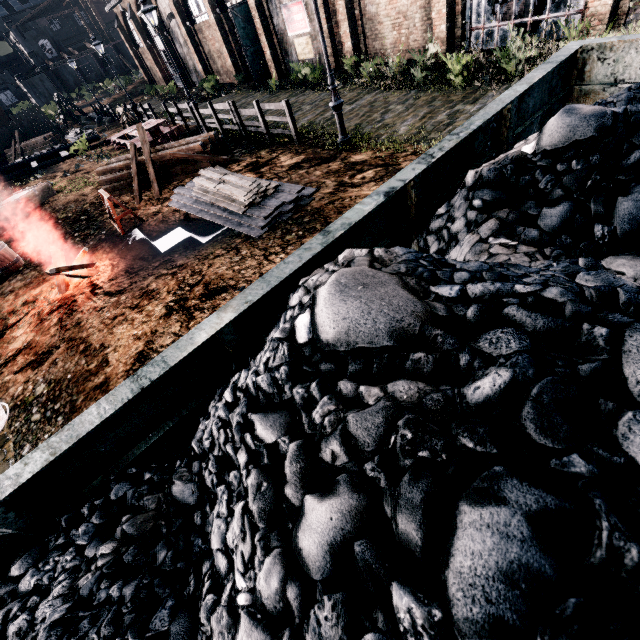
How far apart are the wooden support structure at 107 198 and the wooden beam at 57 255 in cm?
140

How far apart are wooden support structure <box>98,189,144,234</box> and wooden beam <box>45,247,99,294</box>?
1.4m

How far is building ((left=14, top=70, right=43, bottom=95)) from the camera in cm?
5809

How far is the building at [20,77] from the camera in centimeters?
5809cm

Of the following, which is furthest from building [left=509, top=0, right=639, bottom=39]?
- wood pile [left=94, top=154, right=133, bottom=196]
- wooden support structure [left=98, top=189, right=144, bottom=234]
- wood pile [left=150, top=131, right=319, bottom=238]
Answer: wooden support structure [left=98, top=189, right=144, bottom=234]

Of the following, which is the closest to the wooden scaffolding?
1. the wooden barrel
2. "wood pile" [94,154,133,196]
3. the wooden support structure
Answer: "wood pile" [94,154,133,196]

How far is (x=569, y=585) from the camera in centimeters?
71cm

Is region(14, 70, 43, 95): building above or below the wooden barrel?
above
